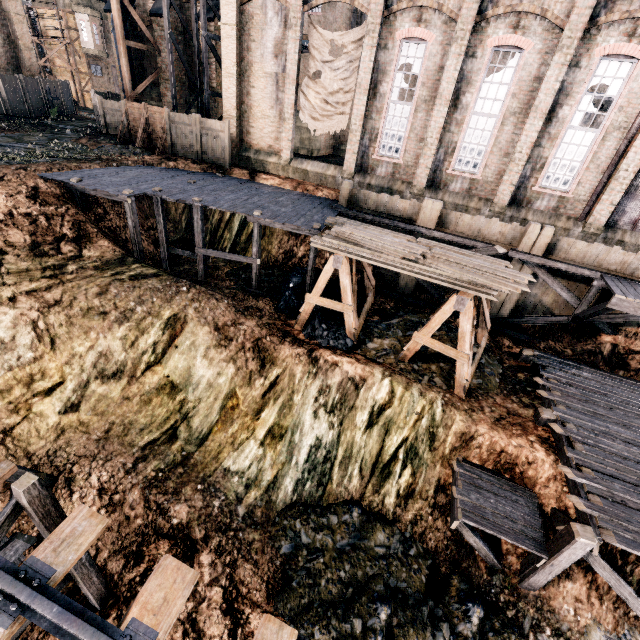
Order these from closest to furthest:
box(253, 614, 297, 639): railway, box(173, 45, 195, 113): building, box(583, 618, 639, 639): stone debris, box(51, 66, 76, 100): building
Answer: box(253, 614, 297, 639): railway
box(583, 618, 639, 639): stone debris
box(173, 45, 195, 113): building
box(51, 66, 76, 100): building

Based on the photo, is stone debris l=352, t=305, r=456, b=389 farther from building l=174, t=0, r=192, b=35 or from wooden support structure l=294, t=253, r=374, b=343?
building l=174, t=0, r=192, b=35

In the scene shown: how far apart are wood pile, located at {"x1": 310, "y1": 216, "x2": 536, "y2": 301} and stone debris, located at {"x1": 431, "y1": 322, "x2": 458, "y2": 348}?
3.5 meters

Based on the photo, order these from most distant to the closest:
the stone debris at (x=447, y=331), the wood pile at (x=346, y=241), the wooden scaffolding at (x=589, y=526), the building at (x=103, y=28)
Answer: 1. the building at (x=103, y=28)
2. the stone debris at (x=447, y=331)
3. the wood pile at (x=346, y=241)
4. the wooden scaffolding at (x=589, y=526)

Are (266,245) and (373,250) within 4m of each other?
no

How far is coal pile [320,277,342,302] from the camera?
17.2 meters

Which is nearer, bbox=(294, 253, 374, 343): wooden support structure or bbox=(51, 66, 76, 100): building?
bbox=(294, 253, 374, 343): wooden support structure

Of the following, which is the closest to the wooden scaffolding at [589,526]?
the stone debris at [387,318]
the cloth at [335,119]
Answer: the stone debris at [387,318]
